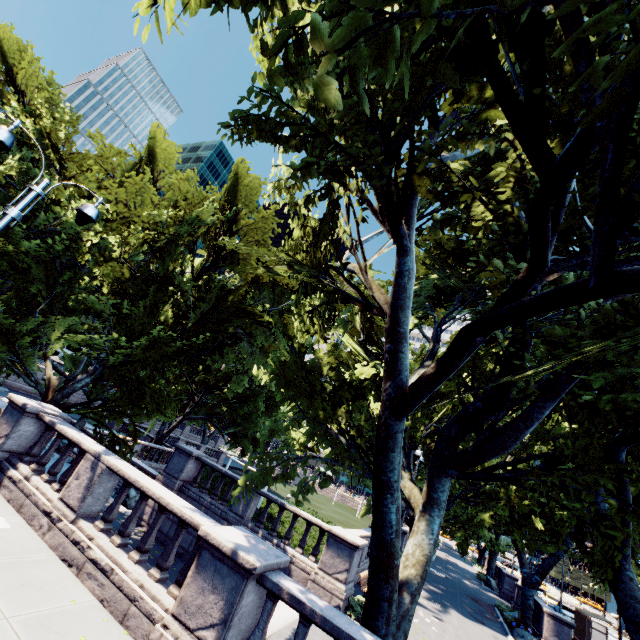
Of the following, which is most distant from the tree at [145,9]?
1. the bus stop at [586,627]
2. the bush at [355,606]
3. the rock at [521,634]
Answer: the bus stop at [586,627]

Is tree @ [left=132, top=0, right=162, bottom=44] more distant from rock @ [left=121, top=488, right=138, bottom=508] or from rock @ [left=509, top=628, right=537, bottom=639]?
rock @ [left=121, top=488, right=138, bottom=508]

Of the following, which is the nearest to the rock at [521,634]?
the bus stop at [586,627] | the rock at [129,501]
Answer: the bus stop at [586,627]

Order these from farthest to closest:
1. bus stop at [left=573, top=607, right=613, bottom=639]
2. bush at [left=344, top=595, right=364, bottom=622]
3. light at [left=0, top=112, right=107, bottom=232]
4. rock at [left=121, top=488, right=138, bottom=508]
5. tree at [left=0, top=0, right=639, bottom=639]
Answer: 1. bus stop at [left=573, top=607, right=613, bottom=639]
2. rock at [left=121, top=488, right=138, bottom=508]
3. bush at [left=344, top=595, right=364, bottom=622]
4. light at [left=0, top=112, right=107, bottom=232]
5. tree at [left=0, top=0, right=639, bottom=639]

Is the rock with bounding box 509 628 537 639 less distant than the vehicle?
Yes

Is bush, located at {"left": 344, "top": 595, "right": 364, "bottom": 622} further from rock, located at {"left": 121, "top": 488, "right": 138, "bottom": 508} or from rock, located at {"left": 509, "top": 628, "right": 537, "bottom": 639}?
rock, located at {"left": 509, "top": 628, "right": 537, "bottom": 639}

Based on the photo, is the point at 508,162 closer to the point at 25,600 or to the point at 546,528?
the point at 25,600

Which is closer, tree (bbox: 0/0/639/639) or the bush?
tree (bbox: 0/0/639/639)
